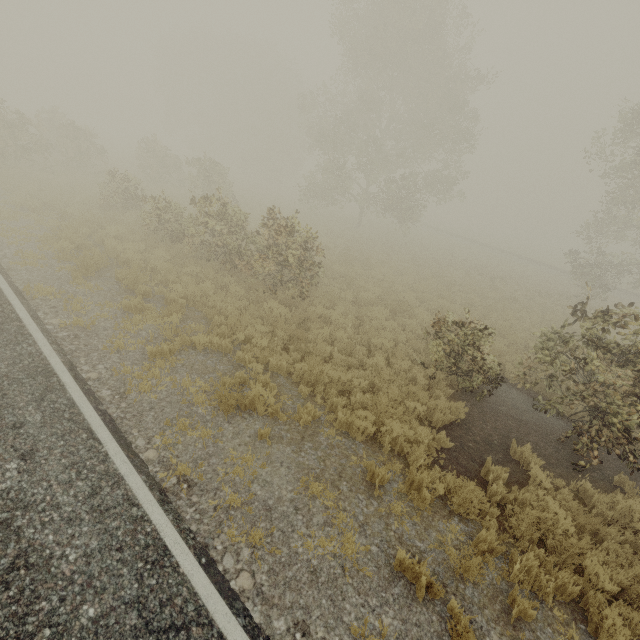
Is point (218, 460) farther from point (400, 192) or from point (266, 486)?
point (400, 192)
